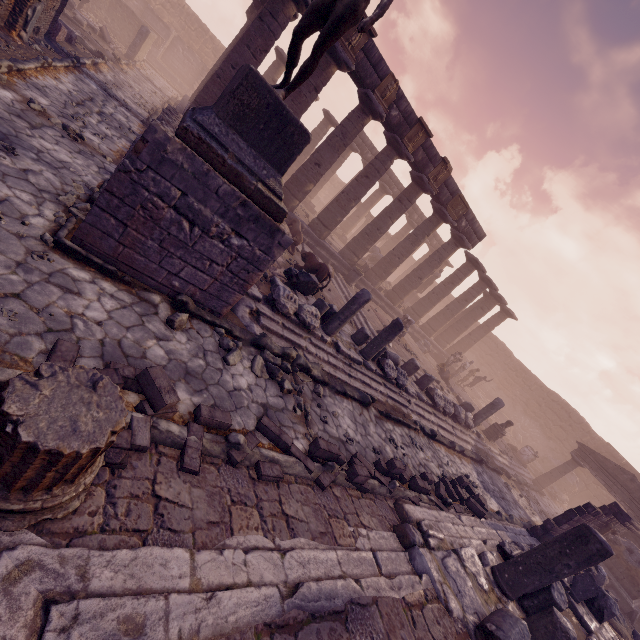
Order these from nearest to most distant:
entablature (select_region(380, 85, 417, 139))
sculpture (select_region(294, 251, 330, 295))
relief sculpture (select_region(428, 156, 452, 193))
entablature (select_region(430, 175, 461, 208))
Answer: sculpture (select_region(294, 251, 330, 295)) → entablature (select_region(380, 85, 417, 139)) → relief sculpture (select_region(428, 156, 452, 193)) → entablature (select_region(430, 175, 461, 208))

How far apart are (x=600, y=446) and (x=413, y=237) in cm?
2152

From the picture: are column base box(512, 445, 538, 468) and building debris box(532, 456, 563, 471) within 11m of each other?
yes

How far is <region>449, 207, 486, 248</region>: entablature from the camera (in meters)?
17.09

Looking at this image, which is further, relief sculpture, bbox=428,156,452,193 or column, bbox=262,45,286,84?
column, bbox=262,45,286,84

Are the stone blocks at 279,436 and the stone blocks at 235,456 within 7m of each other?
yes

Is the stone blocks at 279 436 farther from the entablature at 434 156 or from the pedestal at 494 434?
the pedestal at 494 434

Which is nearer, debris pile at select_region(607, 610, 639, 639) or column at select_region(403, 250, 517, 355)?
debris pile at select_region(607, 610, 639, 639)
